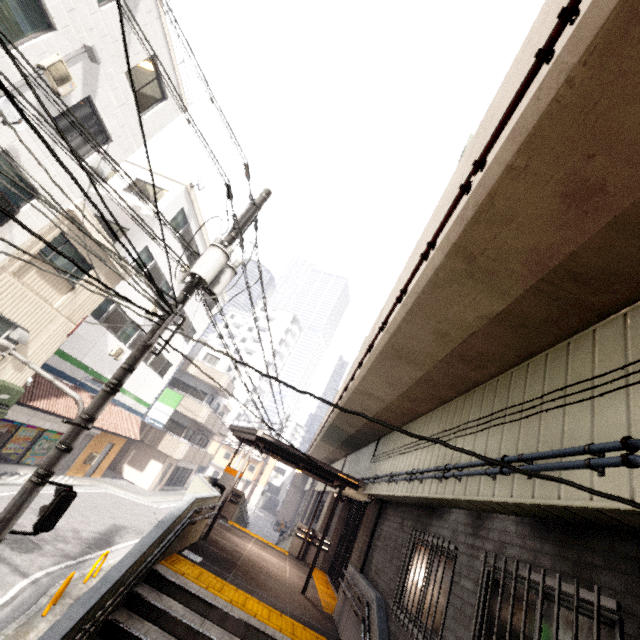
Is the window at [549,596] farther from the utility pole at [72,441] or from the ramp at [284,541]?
the ramp at [284,541]

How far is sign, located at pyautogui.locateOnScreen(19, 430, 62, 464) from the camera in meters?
14.7 m

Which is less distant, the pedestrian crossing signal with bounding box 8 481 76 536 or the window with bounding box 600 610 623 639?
the window with bounding box 600 610 623 639

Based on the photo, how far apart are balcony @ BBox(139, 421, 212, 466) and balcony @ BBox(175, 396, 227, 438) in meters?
1.6 m

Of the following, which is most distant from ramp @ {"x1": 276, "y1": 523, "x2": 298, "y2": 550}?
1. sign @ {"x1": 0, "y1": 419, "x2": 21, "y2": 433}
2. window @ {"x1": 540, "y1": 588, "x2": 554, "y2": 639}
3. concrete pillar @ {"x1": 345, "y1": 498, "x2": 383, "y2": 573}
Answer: window @ {"x1": 540, "y1": 588, "x2": 554, "y2": 639}

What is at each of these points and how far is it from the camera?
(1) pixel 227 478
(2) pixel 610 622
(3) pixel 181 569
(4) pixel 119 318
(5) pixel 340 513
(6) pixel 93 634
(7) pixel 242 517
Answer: (1) ticket machine, 13.71m
(2) window, 2.43m
(3) groundtactileadastrip, 6.43m
(4) window, 16.28m
(5) concrete pillar, 14.55m
(6) stairs, 4.57m
(7) ramp, 18.69m

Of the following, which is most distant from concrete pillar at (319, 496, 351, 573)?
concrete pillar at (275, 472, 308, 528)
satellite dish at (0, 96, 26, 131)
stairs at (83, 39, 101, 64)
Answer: concrete pillar at (275, 472, 308, 528)

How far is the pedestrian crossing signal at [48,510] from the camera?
4.5 meters
